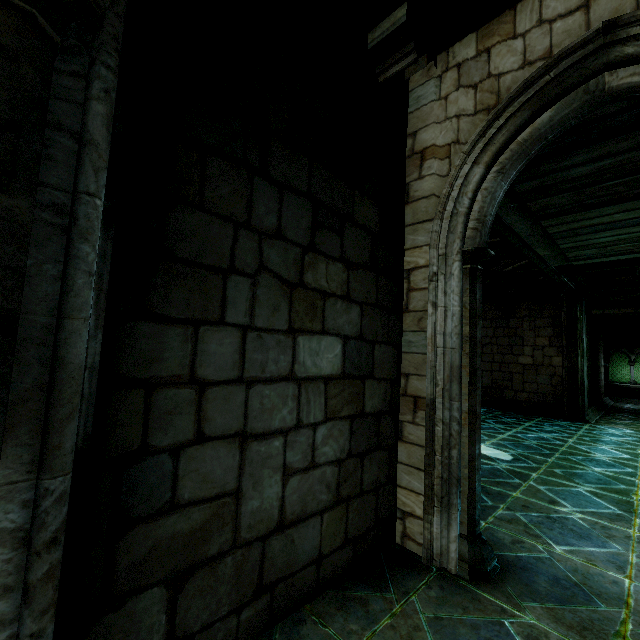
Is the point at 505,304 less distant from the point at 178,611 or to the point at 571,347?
the point at 571,347

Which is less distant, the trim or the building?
the building

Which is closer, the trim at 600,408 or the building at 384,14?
the building at 384,14
